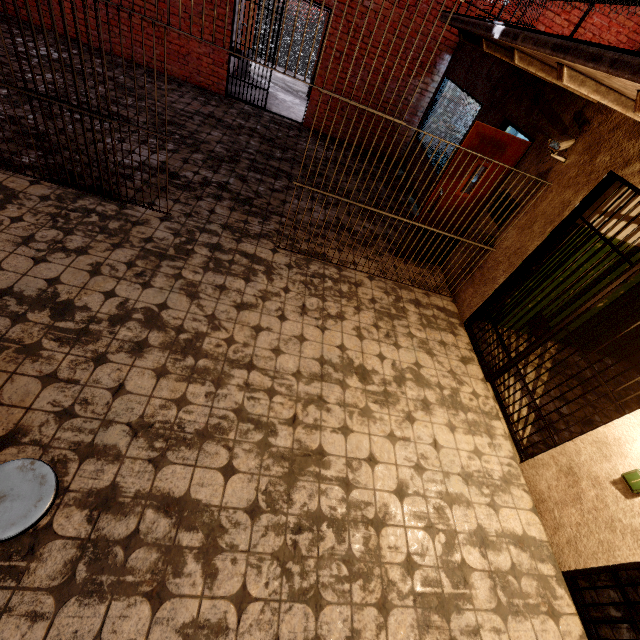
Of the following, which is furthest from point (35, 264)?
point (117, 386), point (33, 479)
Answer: point (33, 479)

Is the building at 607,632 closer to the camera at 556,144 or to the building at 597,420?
the building at 597,420

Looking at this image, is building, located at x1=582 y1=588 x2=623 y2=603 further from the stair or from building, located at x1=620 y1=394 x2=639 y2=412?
the stair

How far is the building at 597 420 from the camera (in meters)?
3.94

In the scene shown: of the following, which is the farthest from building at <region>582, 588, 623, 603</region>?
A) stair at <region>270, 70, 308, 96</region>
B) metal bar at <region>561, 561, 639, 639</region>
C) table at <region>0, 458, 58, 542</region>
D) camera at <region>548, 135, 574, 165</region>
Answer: stair at <region>270, 70, 308, 96</region>

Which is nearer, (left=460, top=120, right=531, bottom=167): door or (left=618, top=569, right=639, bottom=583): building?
(left=618, top=569, right=639, bottom=583): building

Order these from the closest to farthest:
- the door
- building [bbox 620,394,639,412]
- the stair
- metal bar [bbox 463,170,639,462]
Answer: metal bar [bbox 463,170,639,462] → the door → building [bbox 620,394,639,412] → the stair

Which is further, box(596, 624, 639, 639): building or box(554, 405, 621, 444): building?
box(554, 405, 621, 444): building
